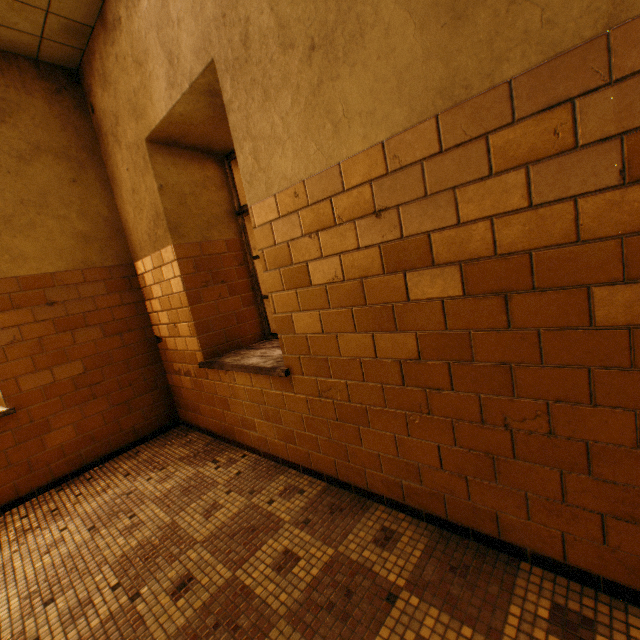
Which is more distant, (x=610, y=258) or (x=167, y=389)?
(x=167, y=389)
